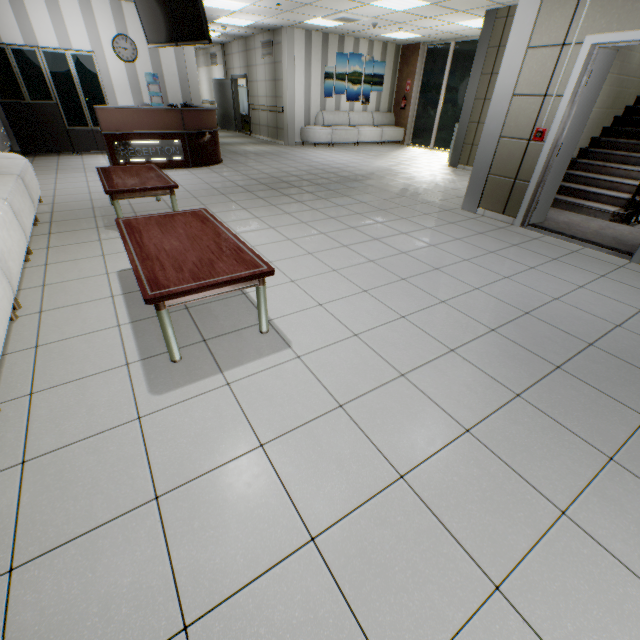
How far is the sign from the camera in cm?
670

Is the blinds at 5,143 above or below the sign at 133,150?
above

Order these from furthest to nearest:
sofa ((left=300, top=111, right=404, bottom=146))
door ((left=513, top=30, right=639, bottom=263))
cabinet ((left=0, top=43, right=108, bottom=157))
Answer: sofa ((left=300, top=111, right=404, bottom=146)) → cabinet ((left=0, top=43, right=108, bottom=157)) → door ((left=513, top=30, right=639, bottom=263))

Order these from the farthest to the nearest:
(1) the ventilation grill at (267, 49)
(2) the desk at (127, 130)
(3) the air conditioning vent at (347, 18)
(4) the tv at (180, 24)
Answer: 1. (1) the ventilation grill at (267, 49)
2. (3) the air conditioning vent at (347, 18)
3. (2) the desk at (127, 130)
4. (4) the tv at (180, 24)

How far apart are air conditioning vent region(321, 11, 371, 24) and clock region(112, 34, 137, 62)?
5.0 meters

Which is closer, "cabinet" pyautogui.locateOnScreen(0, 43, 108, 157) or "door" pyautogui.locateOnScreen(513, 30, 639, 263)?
"door" pyautogui.locateOnScreen(513, 30, 639, 263)

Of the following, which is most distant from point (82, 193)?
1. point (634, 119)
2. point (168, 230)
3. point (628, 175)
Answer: point (634, 119)

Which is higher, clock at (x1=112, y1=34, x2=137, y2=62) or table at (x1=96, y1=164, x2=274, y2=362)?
clock at (x1=112, y1=34, x2=137, y2=62)
